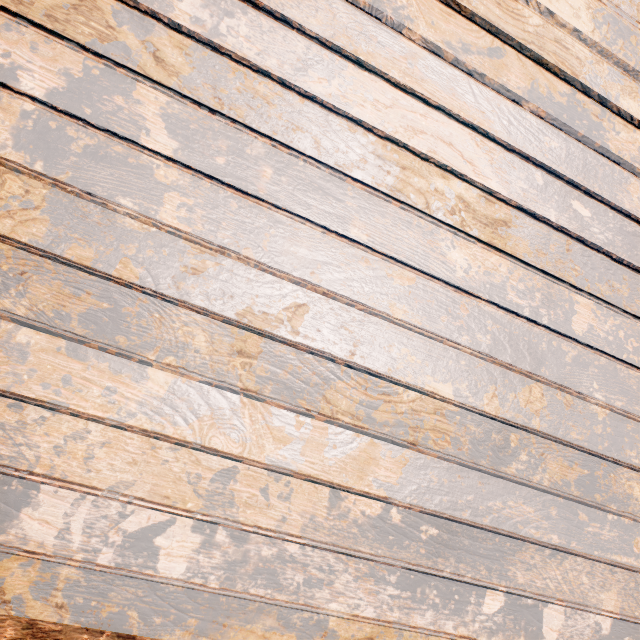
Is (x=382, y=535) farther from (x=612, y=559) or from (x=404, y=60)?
(x=404, y=60)
